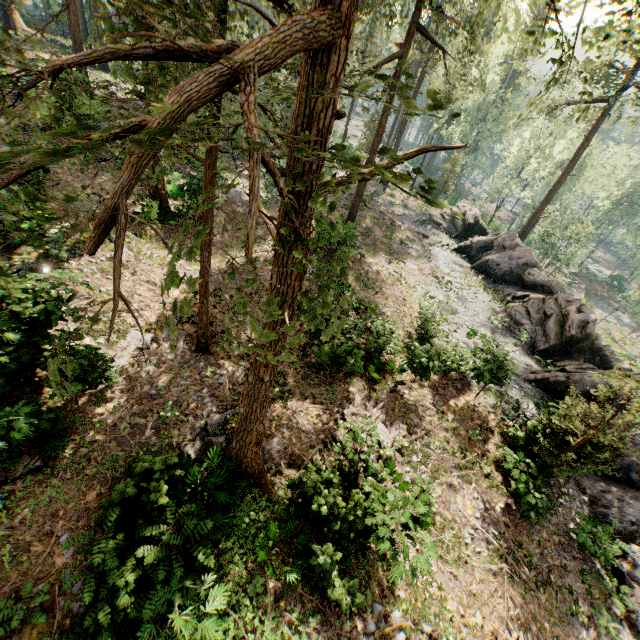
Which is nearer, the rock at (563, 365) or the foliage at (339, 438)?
the foliage at (339, 438)

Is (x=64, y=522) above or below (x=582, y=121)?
below

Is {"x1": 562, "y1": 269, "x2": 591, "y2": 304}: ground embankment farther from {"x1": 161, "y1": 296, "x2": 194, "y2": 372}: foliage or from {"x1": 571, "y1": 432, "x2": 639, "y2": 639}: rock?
{"x1": 571, "y1": 432, "x2": 639, "y2": 639}: rock

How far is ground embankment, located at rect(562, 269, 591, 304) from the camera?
50.1 meters

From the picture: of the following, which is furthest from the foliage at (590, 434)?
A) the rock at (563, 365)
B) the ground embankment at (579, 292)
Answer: the ground embankment at (579, 292)

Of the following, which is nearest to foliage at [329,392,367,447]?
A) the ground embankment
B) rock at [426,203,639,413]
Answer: rock at [426,203,639,413]

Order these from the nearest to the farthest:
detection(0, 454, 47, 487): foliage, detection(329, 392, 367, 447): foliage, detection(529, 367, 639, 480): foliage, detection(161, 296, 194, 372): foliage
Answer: detection(161, 296, 194, 372): foliage → detection(0, 454, 47, 487): foliage → detection(529, 367, 639, 480): foliage → detection(329, 392, 367, 447): foliage
